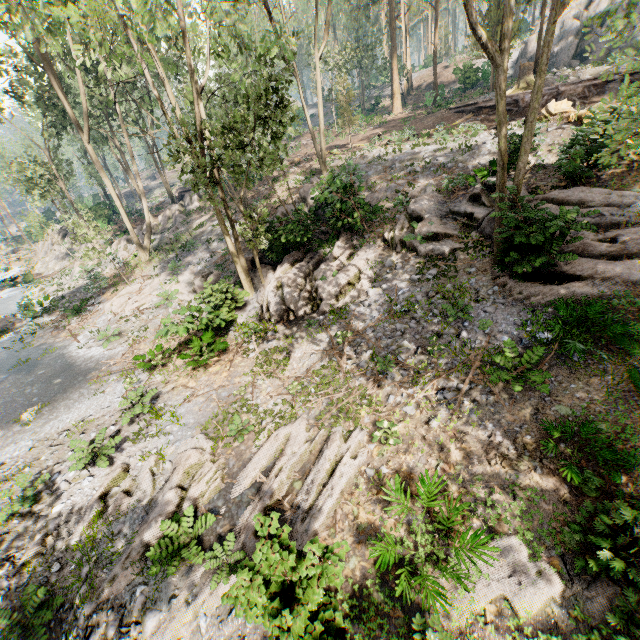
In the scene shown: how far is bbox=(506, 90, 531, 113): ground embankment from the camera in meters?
22.9

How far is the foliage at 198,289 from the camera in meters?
19.6 m

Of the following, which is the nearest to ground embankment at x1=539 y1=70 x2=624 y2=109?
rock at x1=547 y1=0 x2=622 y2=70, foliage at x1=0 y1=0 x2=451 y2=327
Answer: foliage at x1=0 y1=0 x2=451 y2=327

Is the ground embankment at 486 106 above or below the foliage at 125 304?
above

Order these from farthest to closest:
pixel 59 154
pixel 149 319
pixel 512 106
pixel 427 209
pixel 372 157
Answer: pixel 59 154, pixel 512 106, pixel 372 157, pixel 149 319, pixel 427 209

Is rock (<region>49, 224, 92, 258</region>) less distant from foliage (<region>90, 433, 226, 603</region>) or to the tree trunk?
foliage (<region>90, 433, 226, 603</region>)

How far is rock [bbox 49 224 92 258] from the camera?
34.8 meters
